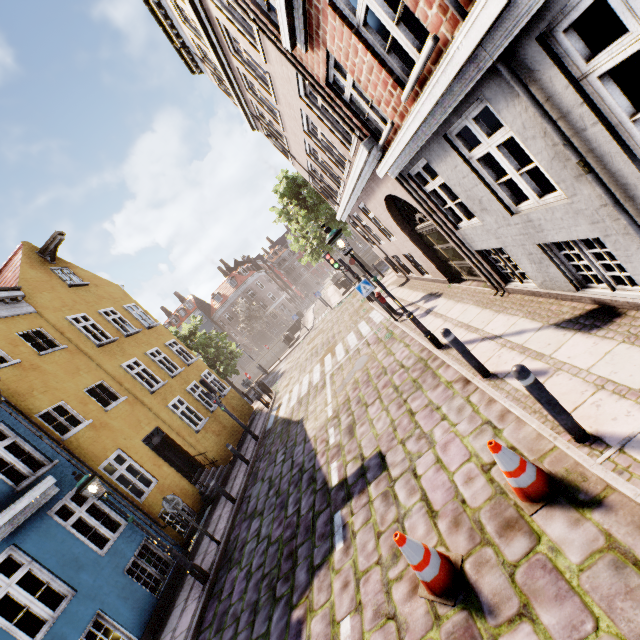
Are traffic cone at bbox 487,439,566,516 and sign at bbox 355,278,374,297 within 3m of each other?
no

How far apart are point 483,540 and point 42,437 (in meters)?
11.10

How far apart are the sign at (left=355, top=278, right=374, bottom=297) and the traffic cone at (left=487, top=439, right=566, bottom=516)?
7.7 meters

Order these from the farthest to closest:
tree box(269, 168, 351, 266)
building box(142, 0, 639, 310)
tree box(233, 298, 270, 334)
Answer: tree box(233, 298, 270, 334)
tree box(269, 168, 351, 266)
building box(142, 0, 639, 310)

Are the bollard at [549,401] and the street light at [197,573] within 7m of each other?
no

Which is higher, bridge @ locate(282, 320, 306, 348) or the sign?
the sign

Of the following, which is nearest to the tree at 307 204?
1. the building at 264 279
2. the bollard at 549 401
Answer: the building at 264 279
